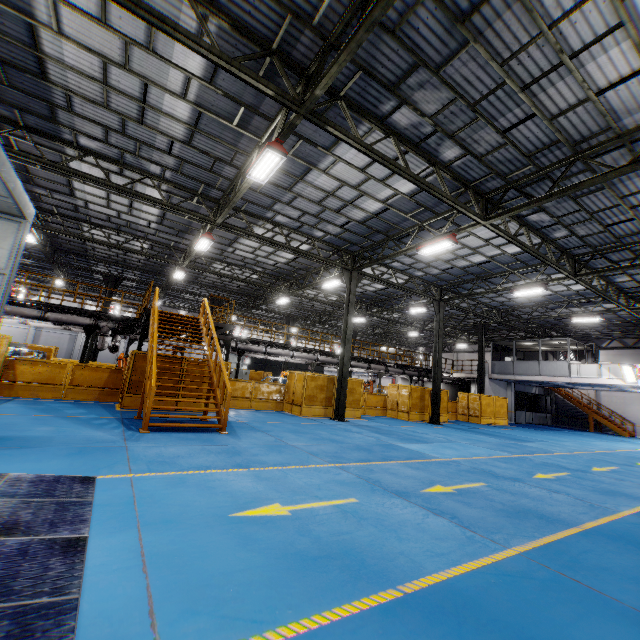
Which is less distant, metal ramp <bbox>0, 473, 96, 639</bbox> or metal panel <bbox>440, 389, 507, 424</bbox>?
metal ramp <bbox>0, 473, 96, 639</bbox>

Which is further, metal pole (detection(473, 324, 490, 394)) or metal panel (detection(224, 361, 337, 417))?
metal pole (detection(473, 324, 490, 394))

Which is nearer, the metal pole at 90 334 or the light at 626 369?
the metal pole at 90 334

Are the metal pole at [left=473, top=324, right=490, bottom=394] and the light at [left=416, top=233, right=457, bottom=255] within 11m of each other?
no

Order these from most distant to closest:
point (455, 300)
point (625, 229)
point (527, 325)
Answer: point (527, 325) < point (455, 300) < point (625, 229)

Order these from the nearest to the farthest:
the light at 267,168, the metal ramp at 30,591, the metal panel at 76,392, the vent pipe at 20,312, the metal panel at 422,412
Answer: the metal ramp at 30,591 → the light at 267,168 → the metal panel at 76,392 → the vent pipe at 20,312 → the metal panel at 422,412

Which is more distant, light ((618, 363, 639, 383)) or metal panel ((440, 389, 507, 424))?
metal panel ((440, 389, 507, 424))

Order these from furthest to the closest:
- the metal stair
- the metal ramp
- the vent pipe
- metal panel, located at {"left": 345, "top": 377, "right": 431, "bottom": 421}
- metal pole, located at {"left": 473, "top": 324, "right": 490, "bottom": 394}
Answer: metal pole, located at {"left": 473, "top": 324, "right": 490, "bottom": 394} → metal panel, located at {"left": 345, "top": 377, "right": 431, "bottom": 421} → the vent pipe → the metal stair → the metal ramp
